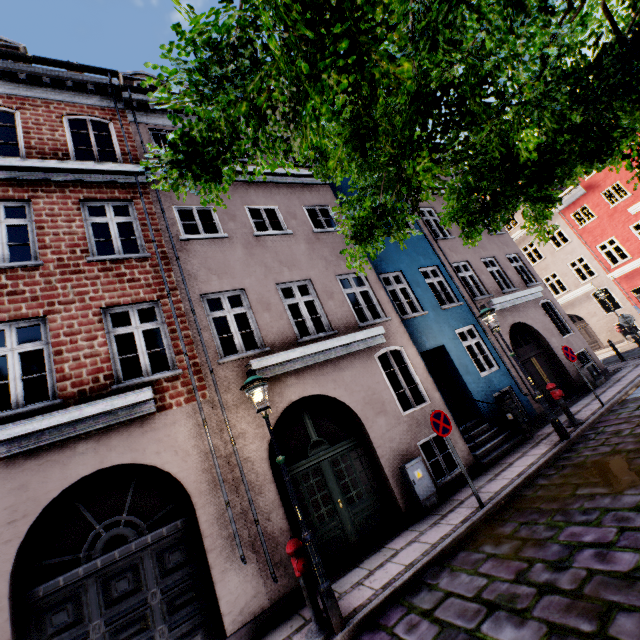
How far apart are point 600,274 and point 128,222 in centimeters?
2827cm

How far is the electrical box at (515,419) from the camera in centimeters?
937cm

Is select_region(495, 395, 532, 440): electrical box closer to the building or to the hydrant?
the building

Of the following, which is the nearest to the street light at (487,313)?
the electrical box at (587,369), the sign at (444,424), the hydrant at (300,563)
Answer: the hydrant at (300,563)

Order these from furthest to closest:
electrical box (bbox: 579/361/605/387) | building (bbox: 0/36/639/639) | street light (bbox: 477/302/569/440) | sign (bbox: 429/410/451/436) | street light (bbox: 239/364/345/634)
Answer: electrical box (bbox: 579/361/605/387), street light (bbox: 477/302/569/440), sign (bbox: 429/410/451/436), building (bbox: 0/36/639/639), street light (bbox: 239/364/345/634)

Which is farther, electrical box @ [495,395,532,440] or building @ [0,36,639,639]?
electrical box @ [495,395,532,440]

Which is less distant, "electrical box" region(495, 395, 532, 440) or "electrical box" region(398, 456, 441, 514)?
"electrical box" region(398, 456, 441, 514)

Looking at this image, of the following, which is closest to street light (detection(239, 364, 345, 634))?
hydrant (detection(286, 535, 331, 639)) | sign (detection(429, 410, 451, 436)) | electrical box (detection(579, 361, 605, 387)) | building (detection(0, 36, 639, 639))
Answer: hydrant (detection(286, 535, 331, 639))
